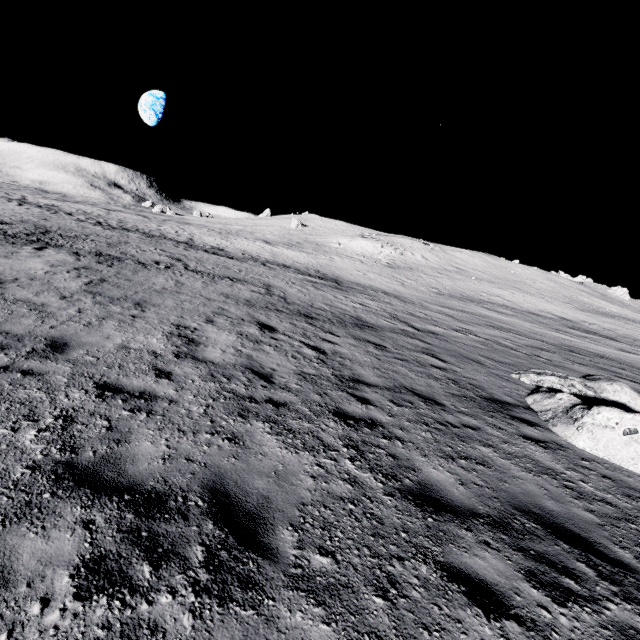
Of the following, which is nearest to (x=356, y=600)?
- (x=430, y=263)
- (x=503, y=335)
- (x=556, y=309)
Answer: (x=503, y=335)
